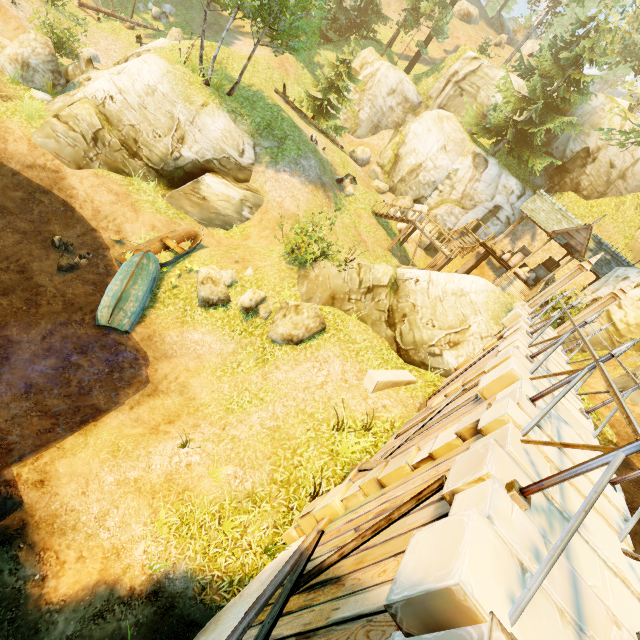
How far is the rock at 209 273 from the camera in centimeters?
1213cm

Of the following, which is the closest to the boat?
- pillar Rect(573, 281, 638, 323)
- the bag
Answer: pillar Rect(573, 281, 638, 323)

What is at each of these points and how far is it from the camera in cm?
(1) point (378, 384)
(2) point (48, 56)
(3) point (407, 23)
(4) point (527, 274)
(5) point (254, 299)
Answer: (1) stone, 961
(2) rock, 1612
(3) tree, 3116
(4) bag, 2127
(5) rock, 1183

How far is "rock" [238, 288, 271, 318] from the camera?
11.8 meters

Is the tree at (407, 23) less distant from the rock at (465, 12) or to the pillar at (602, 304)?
the pillar at (602, 304)

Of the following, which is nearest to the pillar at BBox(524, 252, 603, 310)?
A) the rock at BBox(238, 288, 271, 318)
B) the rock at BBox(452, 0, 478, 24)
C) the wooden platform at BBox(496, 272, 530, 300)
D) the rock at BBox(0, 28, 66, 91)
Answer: the wooden platform at BBox(496, 272, 530, 300)

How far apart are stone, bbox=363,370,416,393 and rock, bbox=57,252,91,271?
11.7m

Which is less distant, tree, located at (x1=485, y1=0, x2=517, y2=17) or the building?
the building
